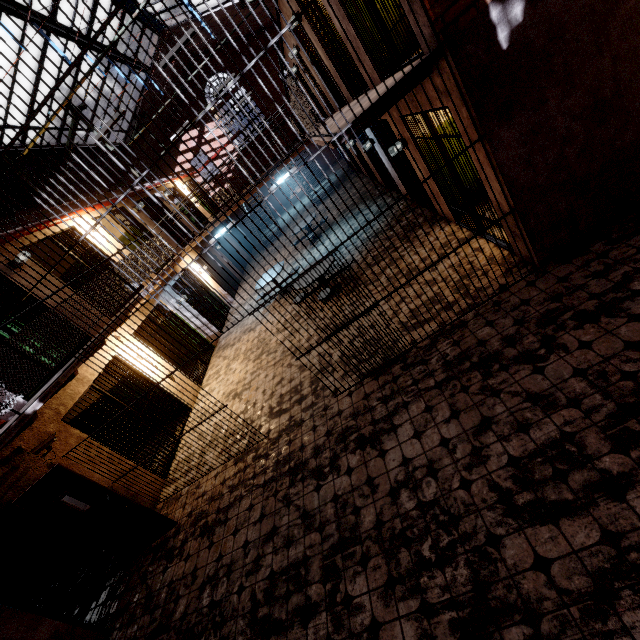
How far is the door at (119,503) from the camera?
4.7m

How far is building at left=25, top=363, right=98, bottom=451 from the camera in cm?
561

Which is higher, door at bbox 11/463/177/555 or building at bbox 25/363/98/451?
building at bbox 25/363/98/451

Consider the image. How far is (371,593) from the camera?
2.97m

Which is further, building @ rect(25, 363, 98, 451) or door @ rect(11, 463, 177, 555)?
building @ rect(25, 363, 98, 451)

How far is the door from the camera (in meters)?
4.74

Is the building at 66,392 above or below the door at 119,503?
above
